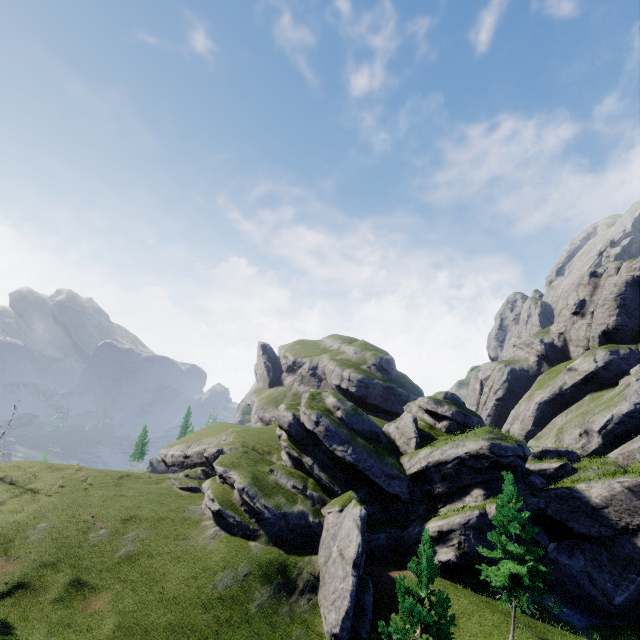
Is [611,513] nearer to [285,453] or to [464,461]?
[464,461]

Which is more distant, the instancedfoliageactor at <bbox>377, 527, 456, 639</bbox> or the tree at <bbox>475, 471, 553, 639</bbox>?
the tree at <bbox>475, 471, 553, 639</bbox>

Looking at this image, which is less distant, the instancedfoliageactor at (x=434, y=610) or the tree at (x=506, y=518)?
the instancedfoliageactor at (x=434, y=610)
